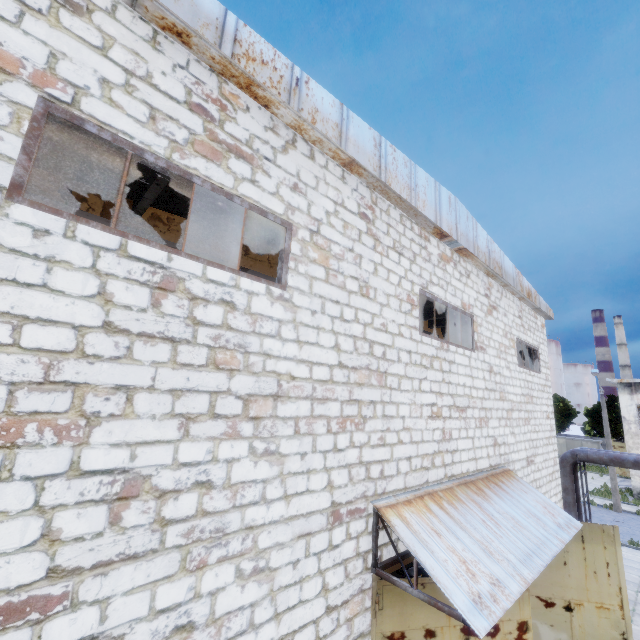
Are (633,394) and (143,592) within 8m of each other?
no

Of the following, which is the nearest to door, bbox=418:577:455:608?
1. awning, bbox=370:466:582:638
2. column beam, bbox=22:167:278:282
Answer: awning, bbox=370:466:582:638

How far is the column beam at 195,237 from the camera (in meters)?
6.55

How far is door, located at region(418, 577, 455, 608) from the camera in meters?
5.1

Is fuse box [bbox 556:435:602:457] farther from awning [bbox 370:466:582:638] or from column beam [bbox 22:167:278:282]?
awning [bbox 370:466:582:638]

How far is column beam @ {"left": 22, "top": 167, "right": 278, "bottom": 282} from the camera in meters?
6.6

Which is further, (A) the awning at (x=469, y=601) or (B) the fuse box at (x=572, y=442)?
(B) the fuse box at (x=572, y=442)

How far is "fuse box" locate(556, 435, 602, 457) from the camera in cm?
4303
